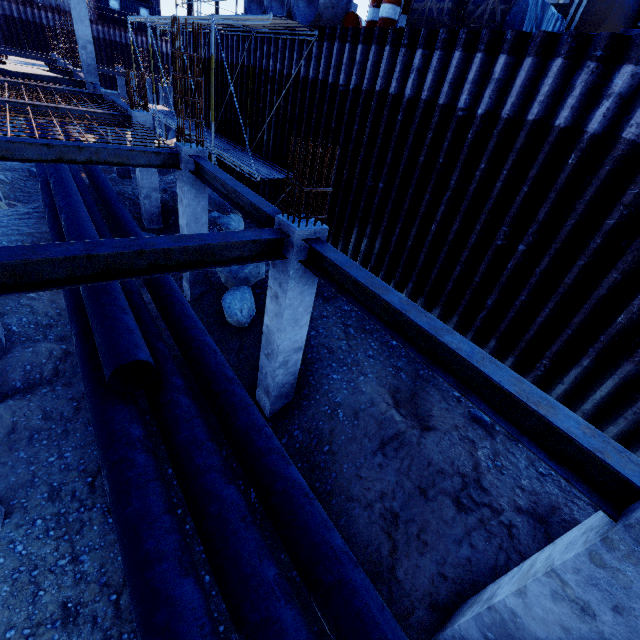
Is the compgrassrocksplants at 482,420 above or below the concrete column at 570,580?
below

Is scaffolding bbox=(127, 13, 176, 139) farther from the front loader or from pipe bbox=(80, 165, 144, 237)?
the front loader

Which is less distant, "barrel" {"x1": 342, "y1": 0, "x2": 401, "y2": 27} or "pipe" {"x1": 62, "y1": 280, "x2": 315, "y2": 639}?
"pipe" {"x1": 62, "y1": 280, "x2": 315, "y2": 639}

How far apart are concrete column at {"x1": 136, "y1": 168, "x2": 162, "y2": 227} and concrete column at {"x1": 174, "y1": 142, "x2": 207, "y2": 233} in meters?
4.3

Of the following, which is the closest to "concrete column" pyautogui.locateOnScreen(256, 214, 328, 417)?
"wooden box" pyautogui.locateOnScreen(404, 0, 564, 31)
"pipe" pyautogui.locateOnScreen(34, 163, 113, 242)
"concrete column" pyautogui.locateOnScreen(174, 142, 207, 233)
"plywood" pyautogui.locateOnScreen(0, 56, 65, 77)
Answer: "pipe" pyautogui.locateOnScreen(34, 163, 113, 242)

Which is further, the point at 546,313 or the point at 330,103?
the point at 330,103

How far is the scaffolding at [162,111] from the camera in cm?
1524

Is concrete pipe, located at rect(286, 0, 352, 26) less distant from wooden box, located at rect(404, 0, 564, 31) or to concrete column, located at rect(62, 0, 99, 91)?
wooden box, located at rect(404, 0, 564, 31)
